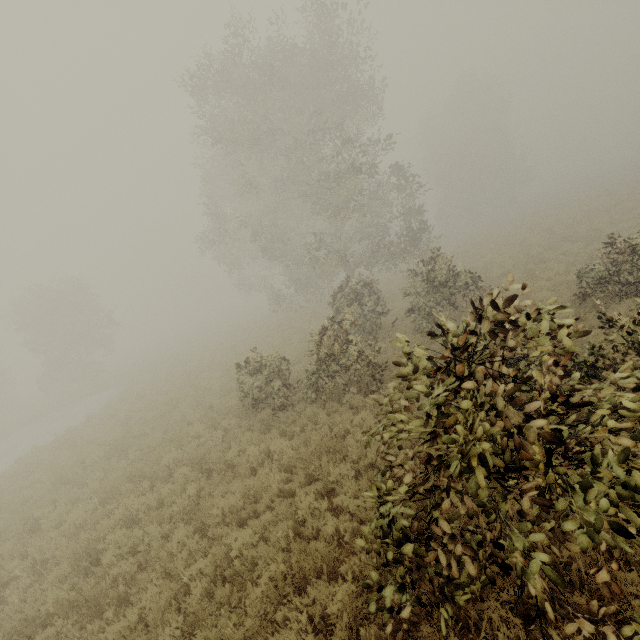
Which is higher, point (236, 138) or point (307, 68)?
point (307, 68)
